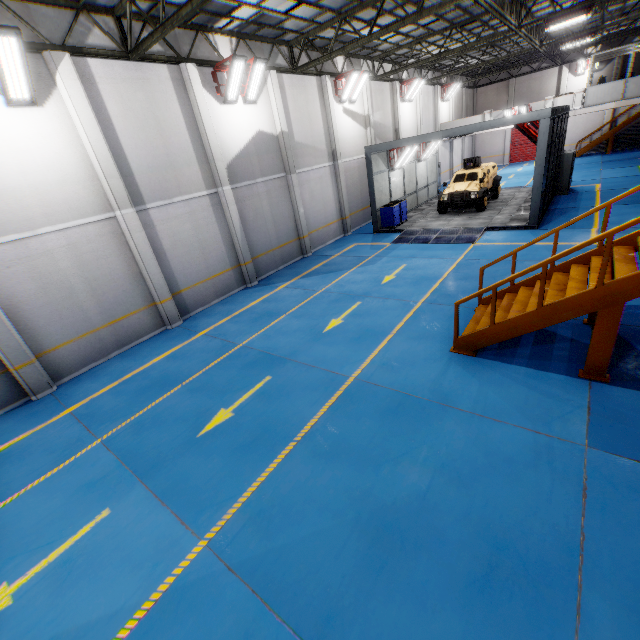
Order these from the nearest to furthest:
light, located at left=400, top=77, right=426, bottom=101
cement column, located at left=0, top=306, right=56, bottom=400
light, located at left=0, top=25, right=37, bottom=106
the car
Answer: light, located at left=0, top=25, right=37, bottom=106 < cement column, located at left=0, top=306, right=56, bottom=400 < the car < light, located at left=400, top=77, right=426, bottom=101

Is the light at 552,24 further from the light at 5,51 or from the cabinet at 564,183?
the light at 5,51

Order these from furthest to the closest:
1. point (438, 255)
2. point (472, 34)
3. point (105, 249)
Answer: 1. point (472, 34)
2. point (438, 255)
3. point (105, 249)

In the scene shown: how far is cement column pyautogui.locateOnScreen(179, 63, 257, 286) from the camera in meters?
10.9

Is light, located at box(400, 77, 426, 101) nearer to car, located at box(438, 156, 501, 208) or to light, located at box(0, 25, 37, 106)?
car, located at box(438, 156, 501, 208)

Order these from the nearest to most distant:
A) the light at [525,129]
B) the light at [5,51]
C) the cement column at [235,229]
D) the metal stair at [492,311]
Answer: the metal stair at [492,311], the light at [5,51], the cement column at [235,229], the light at [525,129]

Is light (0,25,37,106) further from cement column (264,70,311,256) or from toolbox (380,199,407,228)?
toolbox (380,199,407,228)

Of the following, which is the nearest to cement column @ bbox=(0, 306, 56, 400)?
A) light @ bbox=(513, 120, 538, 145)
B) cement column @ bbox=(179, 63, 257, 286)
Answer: cement column @ bbox=(179, 63, 257, 286)
